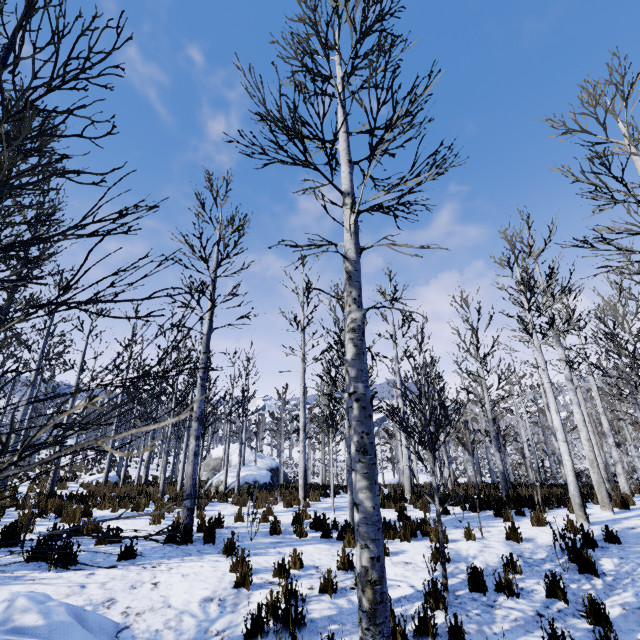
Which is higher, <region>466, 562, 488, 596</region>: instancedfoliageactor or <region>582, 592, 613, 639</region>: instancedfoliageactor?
<region>466, 562, 488, 596</region>: instancedfoliageactor

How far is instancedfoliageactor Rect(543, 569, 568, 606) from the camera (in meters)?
4.43

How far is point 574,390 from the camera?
9.5 meters

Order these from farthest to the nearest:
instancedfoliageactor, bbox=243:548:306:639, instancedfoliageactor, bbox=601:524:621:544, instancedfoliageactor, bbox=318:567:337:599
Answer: instancedfoliageactor, bbox=601:524:621:544 < instancedfoliageactor, bbox=318:567:337:599 < instancedfoliageactor, bbox=243:548:306:639

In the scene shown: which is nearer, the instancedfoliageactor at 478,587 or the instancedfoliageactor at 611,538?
the instancedfoliageactor at 478,587

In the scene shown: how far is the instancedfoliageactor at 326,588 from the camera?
4.3 meters

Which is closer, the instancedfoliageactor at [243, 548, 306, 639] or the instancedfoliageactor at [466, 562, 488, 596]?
the instancedfoliageactor at [243, 548, 306, 639]
